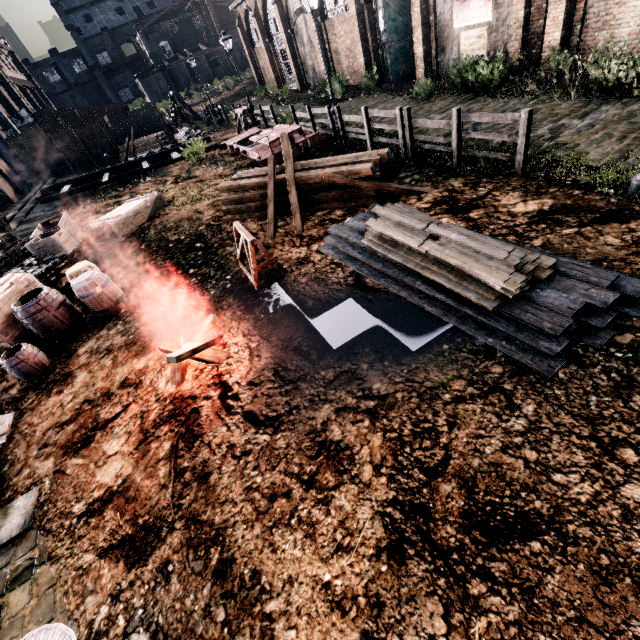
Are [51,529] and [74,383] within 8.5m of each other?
yes

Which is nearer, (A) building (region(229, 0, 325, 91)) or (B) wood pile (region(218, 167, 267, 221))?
(B) wood pile (region(218, 167, 267, 221))

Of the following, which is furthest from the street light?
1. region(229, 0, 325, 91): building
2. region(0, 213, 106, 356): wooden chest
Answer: region(0, 213, 106, 356): wooden chest

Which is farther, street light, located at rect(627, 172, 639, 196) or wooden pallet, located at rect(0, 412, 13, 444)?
wooden pallet, located at rect(0, 412, 13, 444)

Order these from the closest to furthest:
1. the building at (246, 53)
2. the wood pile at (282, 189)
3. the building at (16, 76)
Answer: the wood pile at (282, 189) < the building at (246, 53) < the building at (16, 76)

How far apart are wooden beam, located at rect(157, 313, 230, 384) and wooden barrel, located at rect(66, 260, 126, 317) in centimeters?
350cm

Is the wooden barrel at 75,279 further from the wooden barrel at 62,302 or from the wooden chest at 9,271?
the wooden chest at 9,271

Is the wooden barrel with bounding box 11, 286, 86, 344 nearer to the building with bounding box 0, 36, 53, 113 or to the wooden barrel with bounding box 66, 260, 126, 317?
the wooden barrel with bounding box 66, 260, 126, 317
